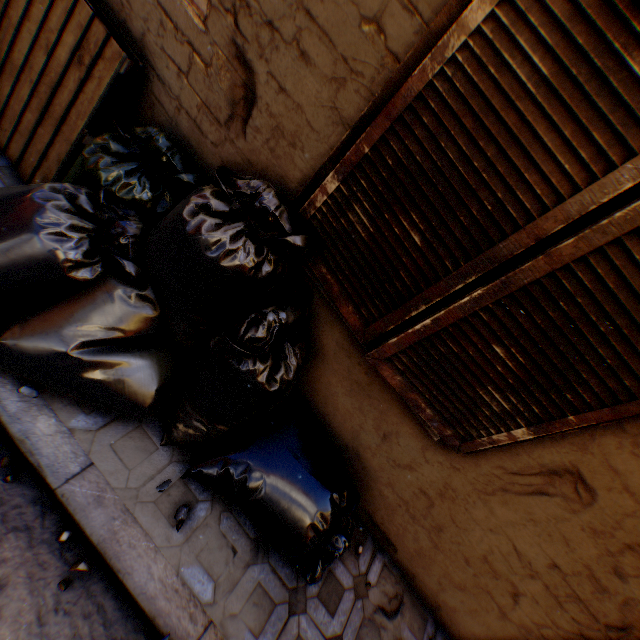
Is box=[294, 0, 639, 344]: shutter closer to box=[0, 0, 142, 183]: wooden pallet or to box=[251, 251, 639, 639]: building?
box=[251, 251, 639, 639]: building

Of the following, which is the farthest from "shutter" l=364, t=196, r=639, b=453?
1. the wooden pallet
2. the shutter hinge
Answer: the wooden pallet

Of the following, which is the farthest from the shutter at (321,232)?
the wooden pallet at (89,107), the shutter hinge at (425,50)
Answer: the wooden pallet at (89,107)

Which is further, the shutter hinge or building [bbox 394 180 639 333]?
building [bbox 394 180 639 333]

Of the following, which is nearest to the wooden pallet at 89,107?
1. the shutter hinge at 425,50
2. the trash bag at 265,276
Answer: the trash bag at 265,276

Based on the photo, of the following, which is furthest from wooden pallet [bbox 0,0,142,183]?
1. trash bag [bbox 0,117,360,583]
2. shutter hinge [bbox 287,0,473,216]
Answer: shutter hinge [bbox 287,0,473,216]

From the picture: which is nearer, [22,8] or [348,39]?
[348,39]

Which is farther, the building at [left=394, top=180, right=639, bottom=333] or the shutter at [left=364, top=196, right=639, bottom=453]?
the building at [left=394, top=180, right=639, bottom=333]
